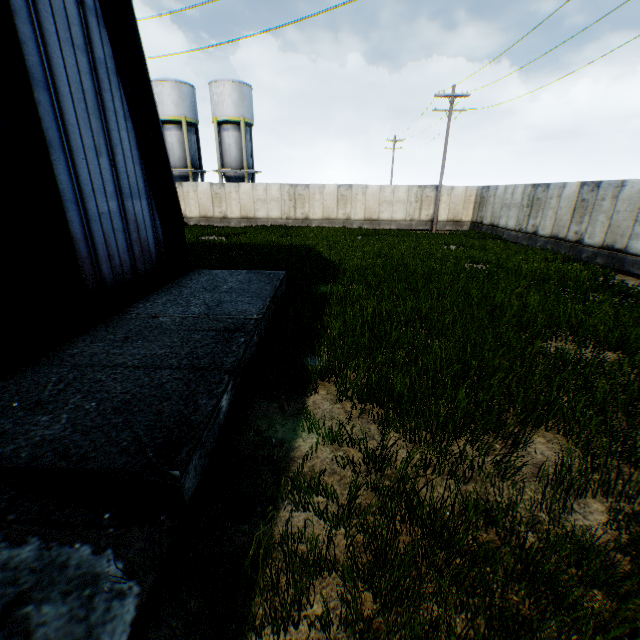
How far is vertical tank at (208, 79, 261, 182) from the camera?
30.2 meters

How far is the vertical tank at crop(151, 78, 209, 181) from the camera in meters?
30.2 m

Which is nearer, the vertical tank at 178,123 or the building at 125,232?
the building at 125,232

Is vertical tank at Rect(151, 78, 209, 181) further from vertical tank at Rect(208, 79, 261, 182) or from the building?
the building

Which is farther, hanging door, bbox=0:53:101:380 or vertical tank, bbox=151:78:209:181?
vertical tank, bbox=151:78:209:181

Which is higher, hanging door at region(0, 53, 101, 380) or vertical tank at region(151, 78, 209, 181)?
vertical tank at region(151, 78, 209, 181)

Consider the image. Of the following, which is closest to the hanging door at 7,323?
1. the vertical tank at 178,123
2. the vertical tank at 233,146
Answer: the vertical tank at 233,146

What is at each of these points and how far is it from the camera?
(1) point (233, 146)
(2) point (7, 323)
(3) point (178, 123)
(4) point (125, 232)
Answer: (1) vertical tank, 32.06m
(2) hanging door, 4.80m
(3) vertical tank, 31.44m
(4) building, 7.59m
